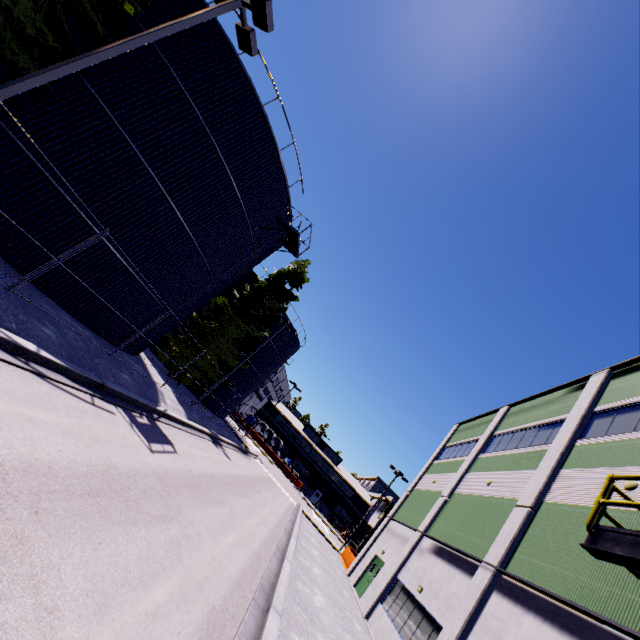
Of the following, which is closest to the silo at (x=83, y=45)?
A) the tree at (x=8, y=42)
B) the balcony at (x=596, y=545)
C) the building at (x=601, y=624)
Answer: the tree at (x=8, y=42)

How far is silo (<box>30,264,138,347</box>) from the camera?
12.3m

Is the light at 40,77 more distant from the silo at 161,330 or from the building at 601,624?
the building at 601,624

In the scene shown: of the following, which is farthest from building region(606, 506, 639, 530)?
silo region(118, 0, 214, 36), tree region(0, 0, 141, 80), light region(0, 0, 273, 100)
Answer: light region(0, 0, 273, 100)

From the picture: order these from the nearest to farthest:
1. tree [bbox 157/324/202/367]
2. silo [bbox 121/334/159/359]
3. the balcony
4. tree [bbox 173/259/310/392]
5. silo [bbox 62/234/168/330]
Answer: the balcony, silo [bbox 62/234/168/330], silo [bbox 121/334/159/359], tree [bbox 157/324/202/367], tree [bbox 173/259/310/392]

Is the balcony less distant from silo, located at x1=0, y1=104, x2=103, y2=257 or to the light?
silo, located at x1=0, y1=104, x2=103, y2=257

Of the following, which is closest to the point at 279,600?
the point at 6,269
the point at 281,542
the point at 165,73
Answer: the point at 281,542

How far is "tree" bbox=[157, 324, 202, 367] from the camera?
24.9 meters
